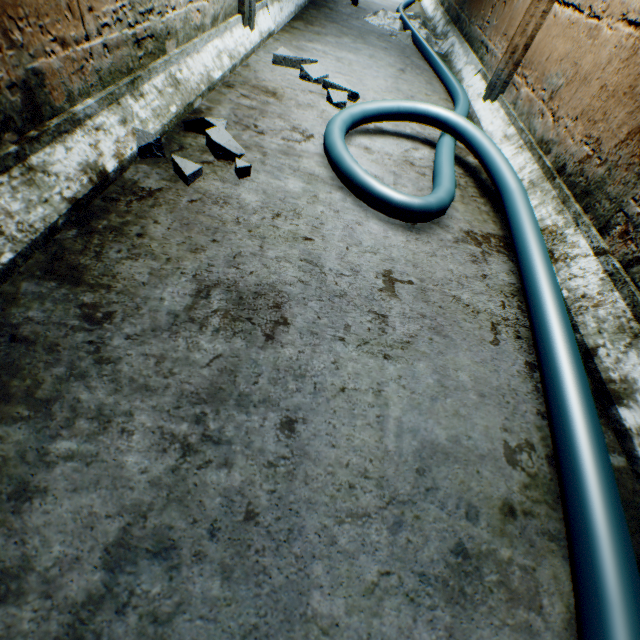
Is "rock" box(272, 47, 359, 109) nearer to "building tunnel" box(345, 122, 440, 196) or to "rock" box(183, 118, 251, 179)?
"building tunnel" box(345, 122, 440, 196)

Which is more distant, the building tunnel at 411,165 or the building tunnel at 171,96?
the building tunnel at 411,165

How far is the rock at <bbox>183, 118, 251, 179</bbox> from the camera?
1.2m

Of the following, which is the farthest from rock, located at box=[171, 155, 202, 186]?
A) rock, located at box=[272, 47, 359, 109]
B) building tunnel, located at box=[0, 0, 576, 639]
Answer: rock, located at box=[272, 47, 359, 109]

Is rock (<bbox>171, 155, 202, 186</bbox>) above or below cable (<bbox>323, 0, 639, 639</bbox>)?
below

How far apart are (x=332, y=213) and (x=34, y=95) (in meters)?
0.85

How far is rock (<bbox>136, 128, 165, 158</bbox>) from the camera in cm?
110

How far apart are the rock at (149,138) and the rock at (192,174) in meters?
0.1
